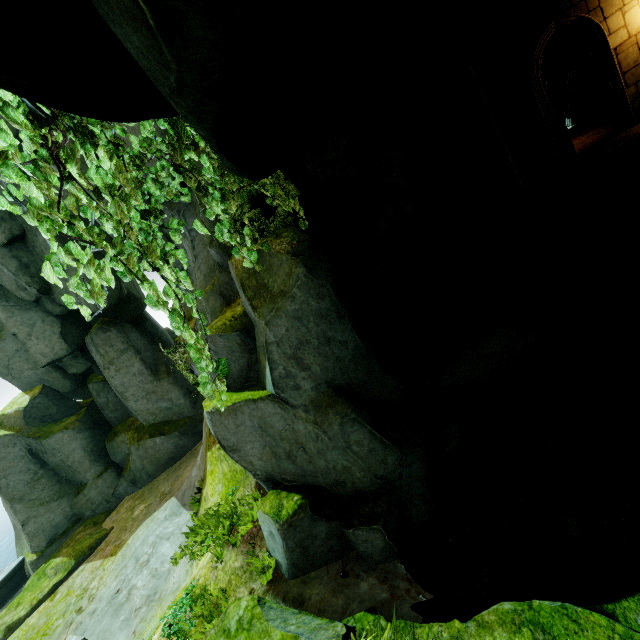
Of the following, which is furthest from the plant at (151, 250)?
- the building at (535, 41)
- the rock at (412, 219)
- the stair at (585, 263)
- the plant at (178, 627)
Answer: the stair at (585, 263)

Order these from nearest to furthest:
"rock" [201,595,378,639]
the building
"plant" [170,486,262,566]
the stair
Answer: "rock" [201,595,378,639] < "plant" [170,486,262,566] < the stair < the building

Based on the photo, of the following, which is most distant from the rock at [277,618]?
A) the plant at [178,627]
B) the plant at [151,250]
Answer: the plant at [178,627]

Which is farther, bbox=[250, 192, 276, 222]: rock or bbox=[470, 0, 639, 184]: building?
bbox=[470, 0, 639, 184]: building

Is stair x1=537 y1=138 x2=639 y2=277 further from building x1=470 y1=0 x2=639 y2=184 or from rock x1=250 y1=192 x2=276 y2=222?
building x1=470 y1=0 x2=639 y2=184

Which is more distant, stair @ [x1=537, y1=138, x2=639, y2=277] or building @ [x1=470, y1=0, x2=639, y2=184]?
building @ [x1=470, y1=0, x2=639, y2=184]

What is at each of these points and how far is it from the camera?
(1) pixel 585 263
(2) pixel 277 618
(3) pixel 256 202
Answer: (1) stair, 8.02m
(2) rock, 4.16m
(3) rock, 6.16m

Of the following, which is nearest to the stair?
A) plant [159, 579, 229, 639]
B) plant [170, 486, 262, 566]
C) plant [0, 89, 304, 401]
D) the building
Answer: the building
